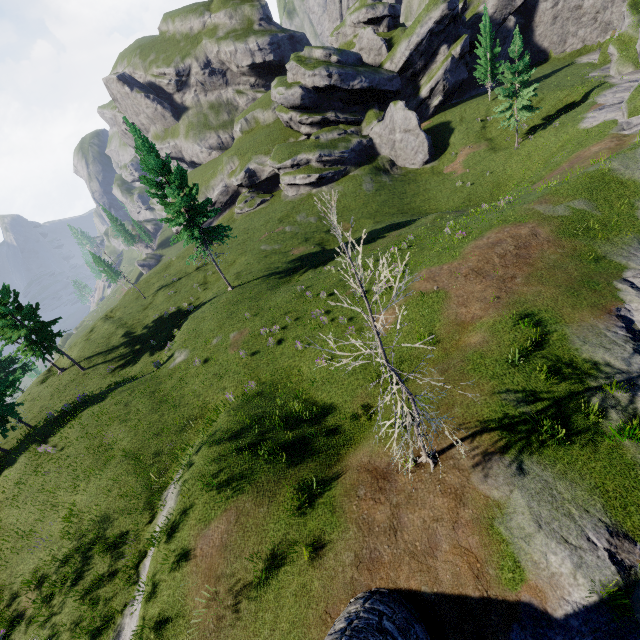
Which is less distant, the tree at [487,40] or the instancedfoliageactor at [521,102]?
the instancedfoliageactor at [521,102]

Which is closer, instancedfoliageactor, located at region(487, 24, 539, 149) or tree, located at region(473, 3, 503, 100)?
A: instancedfoliageactor, located at region(487, 24, 539, 149)

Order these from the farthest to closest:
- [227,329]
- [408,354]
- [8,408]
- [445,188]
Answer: [445,188] < [227,329] < [8,408] < [408,354]

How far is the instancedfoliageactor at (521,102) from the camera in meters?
32.1 m

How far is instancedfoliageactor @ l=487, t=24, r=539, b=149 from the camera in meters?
32.1 m
